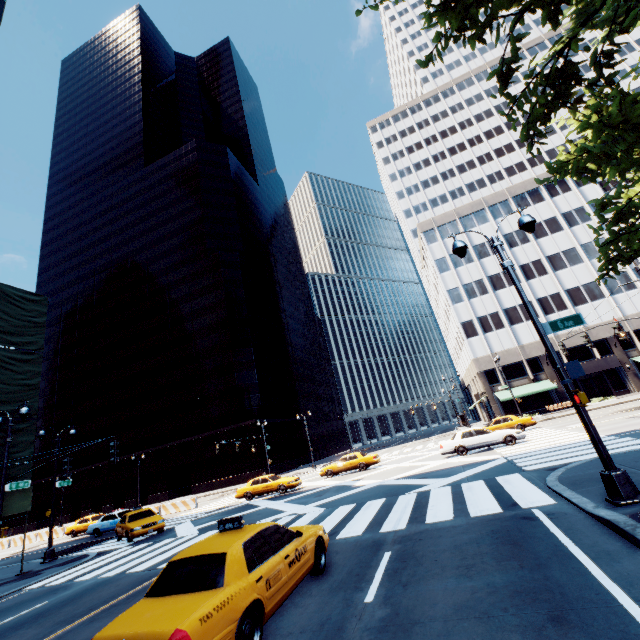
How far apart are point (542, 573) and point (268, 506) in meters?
17.3 m

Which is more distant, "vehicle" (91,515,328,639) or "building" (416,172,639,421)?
"building" (416,172,639,421)

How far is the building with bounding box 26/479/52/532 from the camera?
58.41m

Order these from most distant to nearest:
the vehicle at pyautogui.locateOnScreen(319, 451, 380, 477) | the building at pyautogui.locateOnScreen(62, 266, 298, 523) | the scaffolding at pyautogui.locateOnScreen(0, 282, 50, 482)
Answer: the building at pyautogui.locateOnScreen(62, 266, 298, 523) < the vehicle at pyautogui.locateOnScreen(319, 451, 380, 477) < the scaffolding at pyautogui.locateOnScreen(0, 282, 50, 482)

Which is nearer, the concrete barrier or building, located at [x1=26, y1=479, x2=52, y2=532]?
the concrete barrier

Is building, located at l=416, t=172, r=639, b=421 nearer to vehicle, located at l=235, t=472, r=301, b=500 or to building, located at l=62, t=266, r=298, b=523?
vehicle, located at l=235, t=472, r=301, b=500

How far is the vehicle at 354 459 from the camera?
26.4 meters

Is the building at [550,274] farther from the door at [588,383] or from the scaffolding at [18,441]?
the scaffolding at [18,441]
